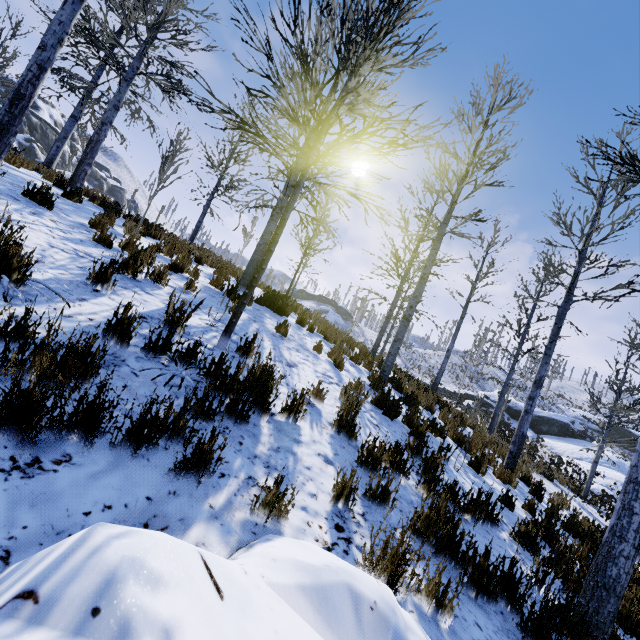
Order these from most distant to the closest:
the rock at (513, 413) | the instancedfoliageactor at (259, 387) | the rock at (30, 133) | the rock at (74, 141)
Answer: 1. the rock at (74, 141)
2. the rock at (30, 133)
3. the rock at (513, 413)
4. the instancedfoliageactor at (259, 387)

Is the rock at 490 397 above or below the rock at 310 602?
above

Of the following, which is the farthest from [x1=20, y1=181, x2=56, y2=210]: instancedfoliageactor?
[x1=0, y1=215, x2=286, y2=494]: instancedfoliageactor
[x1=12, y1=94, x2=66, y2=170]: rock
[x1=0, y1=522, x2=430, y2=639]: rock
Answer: [x1=12, y1=94, x2=66, y2=170]: rock

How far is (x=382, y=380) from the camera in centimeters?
736cm

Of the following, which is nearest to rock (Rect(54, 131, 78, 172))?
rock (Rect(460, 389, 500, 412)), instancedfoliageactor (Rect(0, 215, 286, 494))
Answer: instancedfoliageactor (Rect(0, 215, 286, 494))

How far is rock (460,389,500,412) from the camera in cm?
3367

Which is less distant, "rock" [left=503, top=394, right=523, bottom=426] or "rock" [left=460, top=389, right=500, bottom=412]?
"rock" [left=503, top=394, right=523, bottom=426]

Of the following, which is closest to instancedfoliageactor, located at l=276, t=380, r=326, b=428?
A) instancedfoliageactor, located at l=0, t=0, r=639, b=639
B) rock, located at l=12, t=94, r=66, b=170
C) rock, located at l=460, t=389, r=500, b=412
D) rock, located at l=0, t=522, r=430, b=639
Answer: rock, located at l=0, t=522, r=430, b=639
